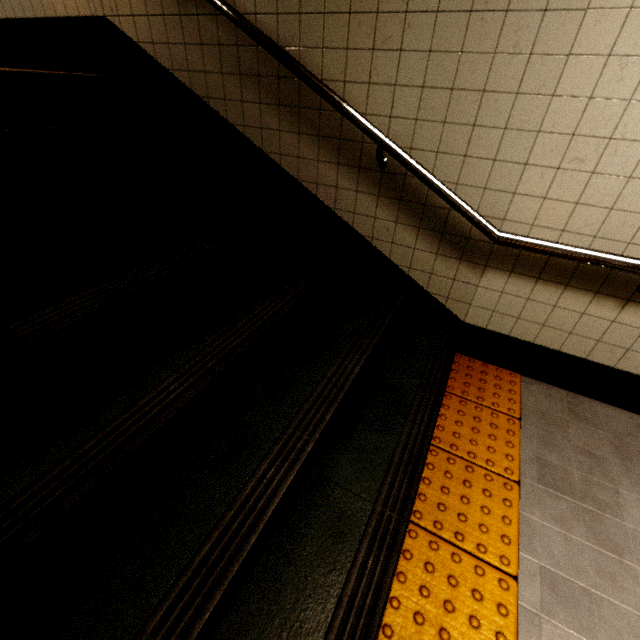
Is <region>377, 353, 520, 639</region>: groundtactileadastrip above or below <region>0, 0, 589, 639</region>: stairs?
below

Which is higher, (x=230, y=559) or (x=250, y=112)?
(x=250, y=112)

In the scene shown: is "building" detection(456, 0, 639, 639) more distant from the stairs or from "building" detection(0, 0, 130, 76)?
"building" detection(0, 0, 130, 76)

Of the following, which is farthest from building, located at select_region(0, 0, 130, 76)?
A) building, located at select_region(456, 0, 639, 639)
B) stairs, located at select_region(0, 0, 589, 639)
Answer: building, located at select_region(456, 0, 639, 639)

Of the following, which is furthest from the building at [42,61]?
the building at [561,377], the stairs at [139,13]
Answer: the building at [561,377]

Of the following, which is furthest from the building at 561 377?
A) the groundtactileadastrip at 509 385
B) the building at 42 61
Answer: the building at 42 61

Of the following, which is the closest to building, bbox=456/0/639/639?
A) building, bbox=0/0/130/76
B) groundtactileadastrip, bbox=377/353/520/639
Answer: groundtactileadastrip, bbox=377/353/520/639
